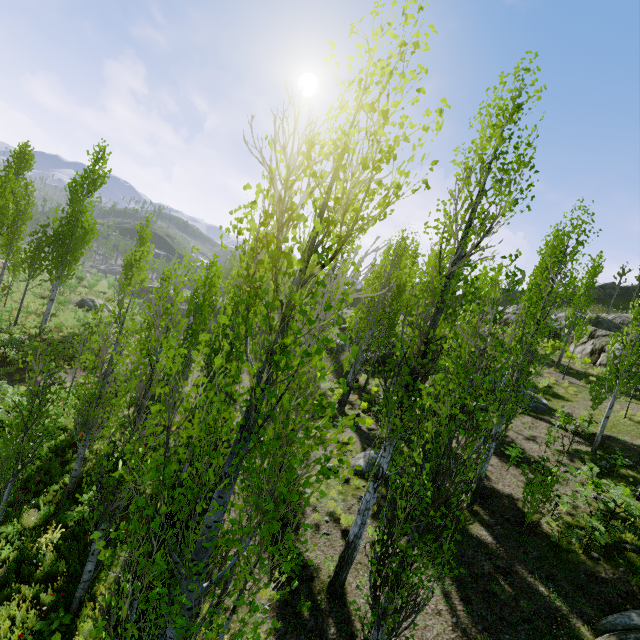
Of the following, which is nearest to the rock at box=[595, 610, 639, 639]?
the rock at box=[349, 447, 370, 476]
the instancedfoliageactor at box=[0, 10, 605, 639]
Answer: the instancedfoliageactor at box=[0, 10, 605, 639]

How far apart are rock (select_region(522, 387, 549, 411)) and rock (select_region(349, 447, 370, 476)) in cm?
814

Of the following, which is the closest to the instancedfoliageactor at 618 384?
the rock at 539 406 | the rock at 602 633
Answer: the rock at 539 406

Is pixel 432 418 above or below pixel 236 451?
above

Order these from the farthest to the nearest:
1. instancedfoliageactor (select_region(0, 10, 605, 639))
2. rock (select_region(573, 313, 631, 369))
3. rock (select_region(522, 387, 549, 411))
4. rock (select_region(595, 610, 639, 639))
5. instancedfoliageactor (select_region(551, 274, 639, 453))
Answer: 1. rock (select_region(573, 313, 631, 369))
2. rock (select_region(522, 387, 549, 411))
3. instancedfoliageactor (select_region(551, 274, 639, 453))
4. rock (select_region(595, 610, 639, 639))
5. instancedfoliageactor (select_region(0, 10, 605, 639))

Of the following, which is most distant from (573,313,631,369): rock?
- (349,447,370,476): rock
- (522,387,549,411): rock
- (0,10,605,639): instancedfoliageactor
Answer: (349,447,370,476): rock

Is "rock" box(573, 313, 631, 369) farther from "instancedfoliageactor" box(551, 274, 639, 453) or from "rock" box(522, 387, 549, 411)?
"rock" box(522, 387, 549, 411)

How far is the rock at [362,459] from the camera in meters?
12.9 m
